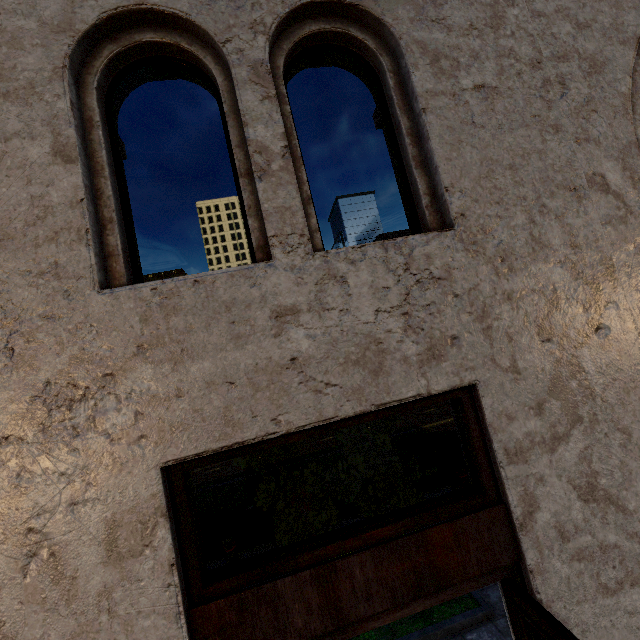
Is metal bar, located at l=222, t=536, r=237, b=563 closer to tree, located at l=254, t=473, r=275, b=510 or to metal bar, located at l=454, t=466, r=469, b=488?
tree, located at l=254, t=473, r=275, b=510

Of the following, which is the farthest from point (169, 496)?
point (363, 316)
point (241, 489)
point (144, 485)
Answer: point (241, 489)

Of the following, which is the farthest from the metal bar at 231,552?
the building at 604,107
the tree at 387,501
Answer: the building at 604,107

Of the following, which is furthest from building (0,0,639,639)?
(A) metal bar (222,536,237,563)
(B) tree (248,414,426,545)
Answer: (A) metal bar (222,536,237,563)

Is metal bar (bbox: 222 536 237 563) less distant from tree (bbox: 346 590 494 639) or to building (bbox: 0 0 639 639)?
tree (bbox: 346 590 494 639)

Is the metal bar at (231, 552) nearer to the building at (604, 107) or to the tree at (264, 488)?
the tree at (264, 488)

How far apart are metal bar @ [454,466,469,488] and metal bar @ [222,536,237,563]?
4.6 meters

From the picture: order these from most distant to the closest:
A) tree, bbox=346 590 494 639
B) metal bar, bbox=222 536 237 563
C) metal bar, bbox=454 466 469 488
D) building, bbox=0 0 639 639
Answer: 1. metal bar, bbox=454 466 469 488
2. metal bar, bbox=222 536 237 563
3. tree, bbox=346 590 494 639
4. building, bbox=0 0 639 639
